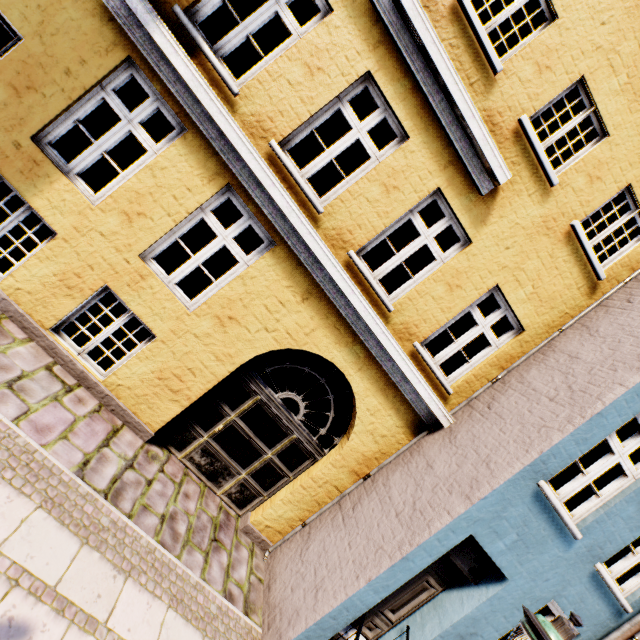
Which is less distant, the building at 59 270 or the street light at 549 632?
the street light at 549 632

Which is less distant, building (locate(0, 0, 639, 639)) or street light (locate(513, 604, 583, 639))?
street light (locate(513, 604, 583, 639))

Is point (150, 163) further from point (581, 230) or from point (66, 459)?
point (581, 230)
